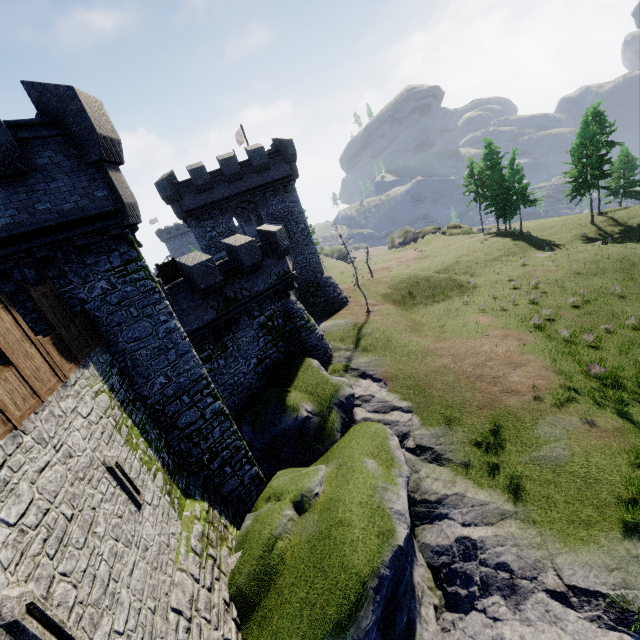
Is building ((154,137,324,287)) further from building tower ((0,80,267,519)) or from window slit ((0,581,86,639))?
window slit ((0,581,86,639))

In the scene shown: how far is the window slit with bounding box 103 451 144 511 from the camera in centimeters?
752cm

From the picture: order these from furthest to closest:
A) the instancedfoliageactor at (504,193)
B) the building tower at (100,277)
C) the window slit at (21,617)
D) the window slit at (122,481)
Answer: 1. the instancedfoliageactor at (504,193)
2. the building tower at (100,277)
3. the window slit at (122,481)
4. the window slit at (21,617)

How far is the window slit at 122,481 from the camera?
7.52m

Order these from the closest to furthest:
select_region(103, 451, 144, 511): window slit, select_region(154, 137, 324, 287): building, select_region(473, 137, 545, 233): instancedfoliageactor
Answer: select_region(103, 451, 144, 511): window slit → select_region(154, 137, 324, 287): building → select_region(473, 137, 545, 233): instancedfoliageactor

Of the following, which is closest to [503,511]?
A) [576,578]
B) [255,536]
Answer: [576,578]

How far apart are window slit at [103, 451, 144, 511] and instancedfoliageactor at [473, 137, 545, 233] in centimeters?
5166cm

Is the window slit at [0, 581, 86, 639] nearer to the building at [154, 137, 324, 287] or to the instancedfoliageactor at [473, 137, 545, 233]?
the building at [154, 137, 324, 287]
